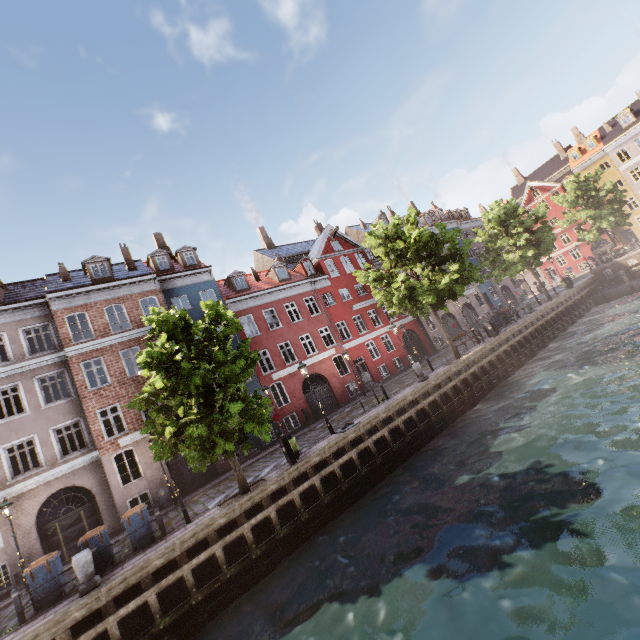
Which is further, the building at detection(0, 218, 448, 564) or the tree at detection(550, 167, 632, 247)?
the tree at detection(550, 167, 632, 247)

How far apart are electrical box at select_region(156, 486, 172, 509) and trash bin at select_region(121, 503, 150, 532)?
5.75m

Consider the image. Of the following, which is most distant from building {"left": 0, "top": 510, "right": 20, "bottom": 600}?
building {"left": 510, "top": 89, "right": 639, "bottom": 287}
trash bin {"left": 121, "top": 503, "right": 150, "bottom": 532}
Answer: building {"left": 510, "top": 89, "right": 639, "bottom": 287}

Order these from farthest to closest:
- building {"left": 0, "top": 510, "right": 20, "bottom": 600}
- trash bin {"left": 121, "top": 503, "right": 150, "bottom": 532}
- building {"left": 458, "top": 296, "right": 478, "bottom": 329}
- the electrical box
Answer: building {"left": 458, "top": 296, "right": 478, "bottom": 329}, the electrical box, building {"left": 0, "top": 510, "right": 20, "bottom": 600}, trash bin {"left": 121, "top": 503, "right": 150, "bottom": 532}

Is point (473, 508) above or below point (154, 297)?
below

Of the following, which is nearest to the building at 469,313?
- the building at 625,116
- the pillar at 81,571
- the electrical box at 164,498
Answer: the electrical box at 164,498

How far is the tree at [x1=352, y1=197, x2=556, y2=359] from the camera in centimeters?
1898cm

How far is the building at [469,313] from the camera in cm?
3666
